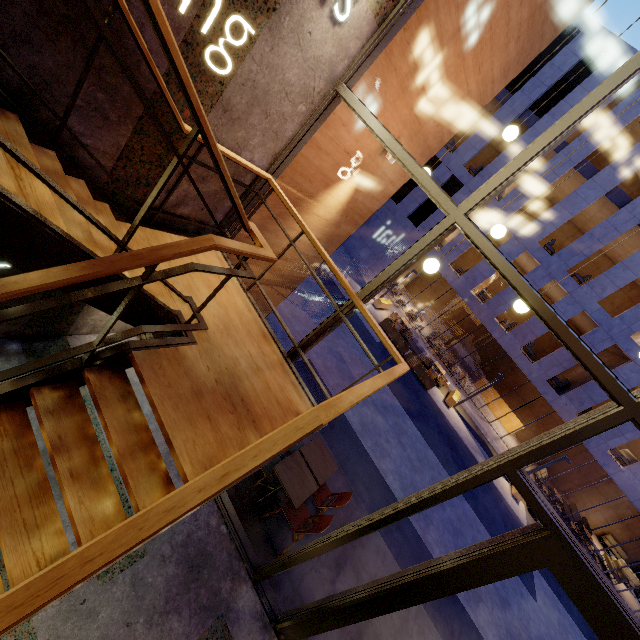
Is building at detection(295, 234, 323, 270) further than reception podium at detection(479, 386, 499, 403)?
No

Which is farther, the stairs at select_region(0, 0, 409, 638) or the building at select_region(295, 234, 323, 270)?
the building at select_region(295, 234, 323, 270)

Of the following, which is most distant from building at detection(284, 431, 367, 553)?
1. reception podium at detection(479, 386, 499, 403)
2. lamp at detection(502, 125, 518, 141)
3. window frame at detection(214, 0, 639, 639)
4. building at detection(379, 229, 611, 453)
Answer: reception podium at detection(479, 386, 499, 403)

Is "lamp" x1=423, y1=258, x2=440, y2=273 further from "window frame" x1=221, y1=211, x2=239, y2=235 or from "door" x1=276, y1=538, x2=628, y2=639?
"door" x1=276, y1=538, x2=628, y2=639

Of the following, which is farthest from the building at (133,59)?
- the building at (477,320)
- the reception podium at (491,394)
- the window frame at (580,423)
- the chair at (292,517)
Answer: the reception podium at (491,394)

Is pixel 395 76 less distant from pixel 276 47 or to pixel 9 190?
pixel 276 47

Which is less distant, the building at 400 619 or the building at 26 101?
the building at 26 101

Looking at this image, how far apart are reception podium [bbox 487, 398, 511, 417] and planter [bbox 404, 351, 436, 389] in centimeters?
930cm
